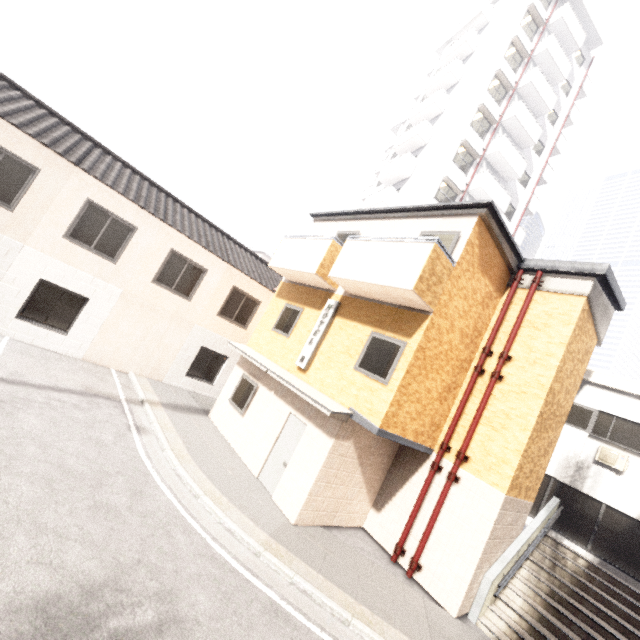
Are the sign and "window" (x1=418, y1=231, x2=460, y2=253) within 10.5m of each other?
yes

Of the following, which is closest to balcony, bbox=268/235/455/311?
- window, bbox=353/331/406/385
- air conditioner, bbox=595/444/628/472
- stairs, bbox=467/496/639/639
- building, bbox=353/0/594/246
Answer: window, bbox=353/331/406/385

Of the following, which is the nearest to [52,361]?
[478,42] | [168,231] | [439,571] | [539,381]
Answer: [168,231]

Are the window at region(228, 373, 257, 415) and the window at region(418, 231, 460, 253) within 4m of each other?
no

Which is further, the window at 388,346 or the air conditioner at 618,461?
the air conditioner at 618,461

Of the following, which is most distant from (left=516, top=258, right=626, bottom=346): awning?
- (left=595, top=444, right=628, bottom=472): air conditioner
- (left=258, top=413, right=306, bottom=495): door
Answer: (left=258, top=413, right=306, bottom=495): door

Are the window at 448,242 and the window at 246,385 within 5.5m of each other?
no

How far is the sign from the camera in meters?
9.8
